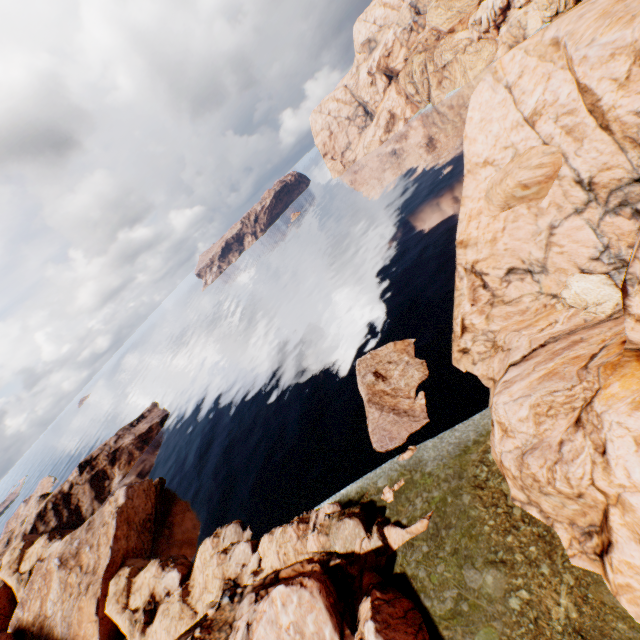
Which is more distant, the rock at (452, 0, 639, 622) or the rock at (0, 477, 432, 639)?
the rock at (0, 477, 432, 639)

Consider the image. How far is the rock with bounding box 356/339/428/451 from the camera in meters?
31.9 m

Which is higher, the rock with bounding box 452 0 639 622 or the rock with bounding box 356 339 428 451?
the rock with bounding box 452 0 639 622

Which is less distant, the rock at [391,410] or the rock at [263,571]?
the rock at [263,571]

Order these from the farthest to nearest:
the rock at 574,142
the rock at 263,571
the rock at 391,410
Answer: the rock at 391,410 < the rock at 263,571 < the rock at 574,142

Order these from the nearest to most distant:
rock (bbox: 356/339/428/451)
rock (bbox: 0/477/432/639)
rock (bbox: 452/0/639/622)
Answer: rock (bbox: 452/0/639/622) → rock (bbox: 0/477/432/639) → rock (bbox: 356/339/428/451)

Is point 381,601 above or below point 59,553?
below
